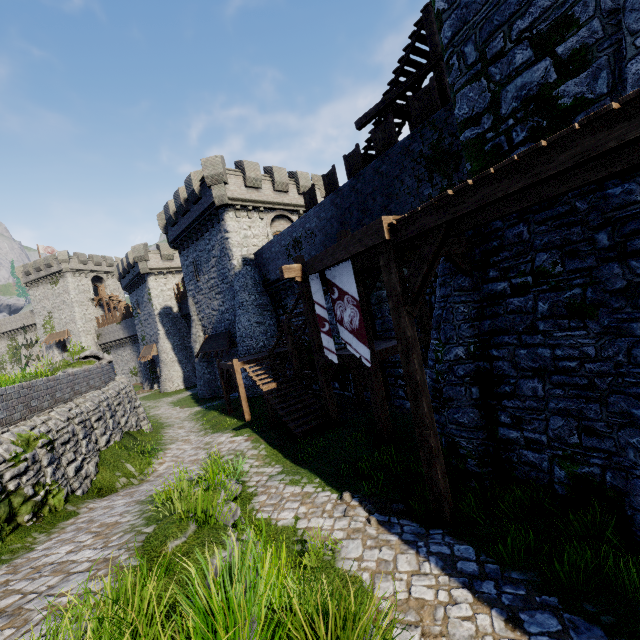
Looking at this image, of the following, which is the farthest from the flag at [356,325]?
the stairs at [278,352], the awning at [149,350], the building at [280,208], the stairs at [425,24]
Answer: the awning at [149,350]

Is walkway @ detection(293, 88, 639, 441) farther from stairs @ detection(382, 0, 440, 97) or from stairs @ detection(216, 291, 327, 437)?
stairs @ detection(382, 0, 440, 97)

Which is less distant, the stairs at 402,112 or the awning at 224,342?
the stairs at 402,112

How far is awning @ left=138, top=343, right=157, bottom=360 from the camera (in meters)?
38.13

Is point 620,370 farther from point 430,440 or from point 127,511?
point 127,511

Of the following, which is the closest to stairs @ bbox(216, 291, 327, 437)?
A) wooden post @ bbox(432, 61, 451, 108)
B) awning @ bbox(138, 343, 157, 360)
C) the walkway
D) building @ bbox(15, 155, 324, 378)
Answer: the walkway

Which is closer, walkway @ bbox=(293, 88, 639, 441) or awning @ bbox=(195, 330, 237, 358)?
walkway @ bbox=(293, 88, 639, 441)

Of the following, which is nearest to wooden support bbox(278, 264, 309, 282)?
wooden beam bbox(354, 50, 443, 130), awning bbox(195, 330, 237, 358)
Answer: wooden beam bbox(354, 50, 443, 130)
